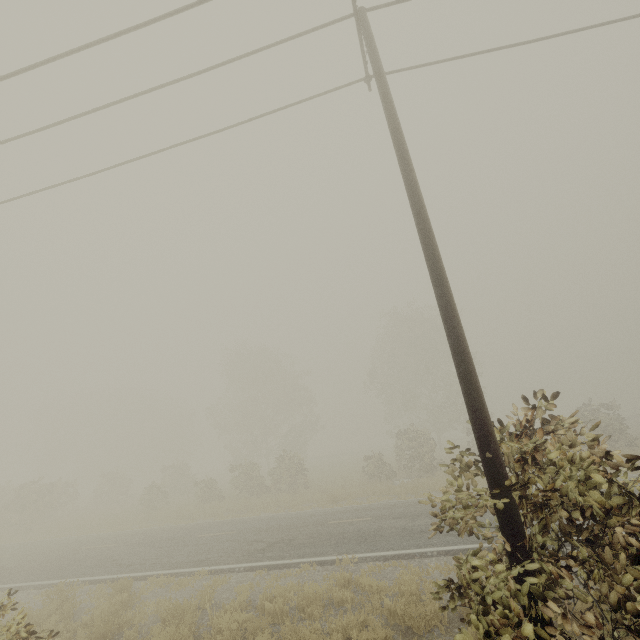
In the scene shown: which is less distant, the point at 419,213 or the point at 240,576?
the point at 419,213
